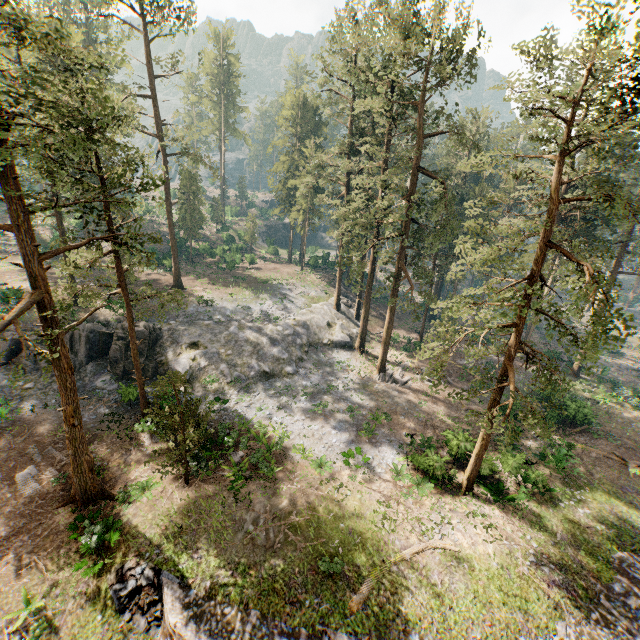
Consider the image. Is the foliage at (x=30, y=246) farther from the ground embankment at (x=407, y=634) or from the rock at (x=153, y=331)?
the ground embankment at (x=407, y=634)

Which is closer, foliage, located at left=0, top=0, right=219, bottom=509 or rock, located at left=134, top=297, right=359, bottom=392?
foliage, located at left=0, top=0, right=219, bottom=509

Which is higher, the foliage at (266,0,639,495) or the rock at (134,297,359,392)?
the foliage at (266,0,639,495)

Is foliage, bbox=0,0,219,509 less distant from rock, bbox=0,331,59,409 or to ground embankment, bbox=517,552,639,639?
rock, bbox=0,331,59,409

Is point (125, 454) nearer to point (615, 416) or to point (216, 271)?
point (216, 271)

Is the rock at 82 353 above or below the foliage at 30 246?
below

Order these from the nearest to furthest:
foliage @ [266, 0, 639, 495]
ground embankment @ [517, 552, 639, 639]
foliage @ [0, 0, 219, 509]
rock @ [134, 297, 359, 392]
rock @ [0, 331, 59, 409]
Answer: foliage @ [0, 0, 219, 509]
foliage @ [266, 0, 639, 495]
ground embankment @ [517, 552, 639, 639]
rock @ [0, 331, 59, 409]
rock @ [134, 297, 359, 392]
